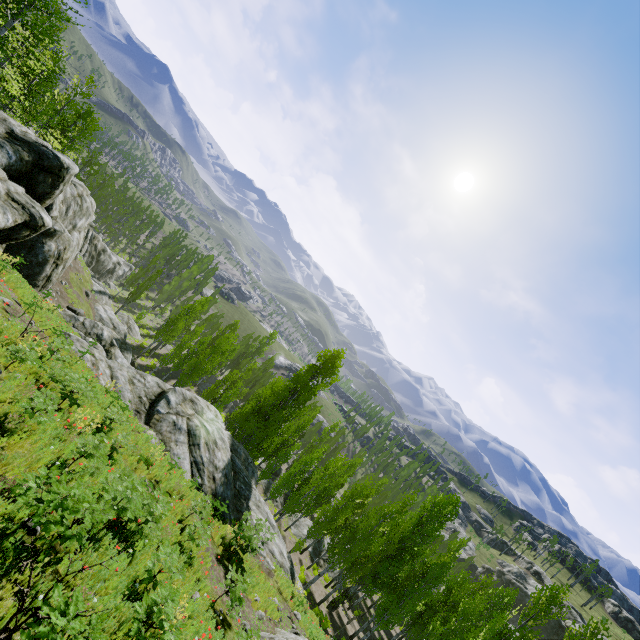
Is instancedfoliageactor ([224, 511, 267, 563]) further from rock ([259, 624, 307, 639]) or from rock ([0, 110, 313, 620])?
rock ([259, 624, 307, 639])

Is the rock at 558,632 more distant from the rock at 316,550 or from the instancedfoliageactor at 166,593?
the rock at 316,550

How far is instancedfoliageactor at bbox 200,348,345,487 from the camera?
29.7m

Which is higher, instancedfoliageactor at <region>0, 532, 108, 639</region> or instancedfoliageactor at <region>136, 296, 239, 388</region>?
instancedfoliageactor at <region>0, 532, 108, 639</region>

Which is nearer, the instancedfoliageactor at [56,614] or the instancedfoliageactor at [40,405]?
the instancedfoliageactor at [56,614]

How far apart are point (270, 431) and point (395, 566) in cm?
1493

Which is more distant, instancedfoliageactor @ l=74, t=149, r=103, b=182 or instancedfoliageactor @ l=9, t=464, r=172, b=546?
instancedfoliageactor @ l=74, t=149, r=103, b=182
